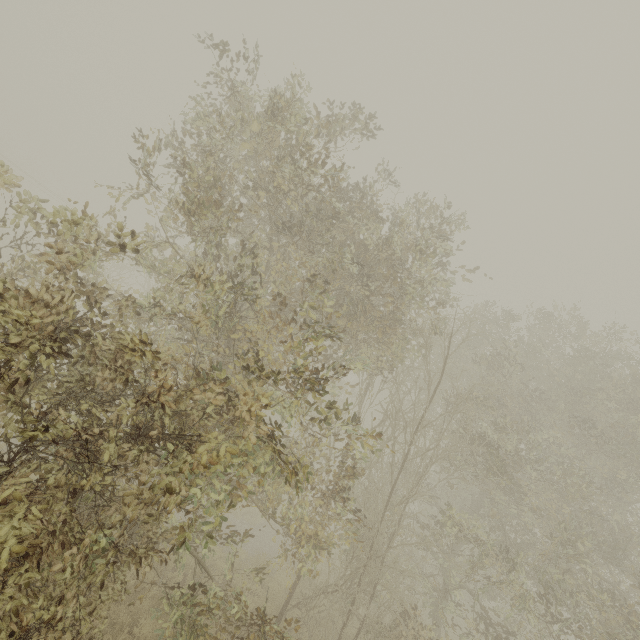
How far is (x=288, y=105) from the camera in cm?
646
